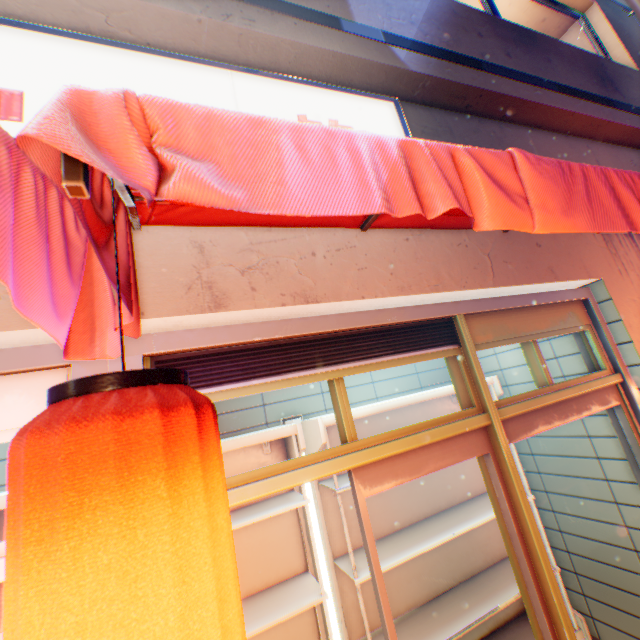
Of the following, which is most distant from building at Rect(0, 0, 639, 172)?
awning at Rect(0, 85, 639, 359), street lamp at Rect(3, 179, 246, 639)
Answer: street lamp at Rect(3, 179, 246, 639)

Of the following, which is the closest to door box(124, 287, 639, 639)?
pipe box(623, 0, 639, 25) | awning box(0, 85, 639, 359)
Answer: awning box(0, 85, 639, 359)

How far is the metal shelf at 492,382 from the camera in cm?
A: 377

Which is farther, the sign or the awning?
the sign

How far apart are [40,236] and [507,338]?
2.73m

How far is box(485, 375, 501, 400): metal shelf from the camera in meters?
3.8 m

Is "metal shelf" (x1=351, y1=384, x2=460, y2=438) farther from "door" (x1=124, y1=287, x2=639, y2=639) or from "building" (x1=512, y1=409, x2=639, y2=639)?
"door" (x1=124, y1=287, x2=639, y2=639)

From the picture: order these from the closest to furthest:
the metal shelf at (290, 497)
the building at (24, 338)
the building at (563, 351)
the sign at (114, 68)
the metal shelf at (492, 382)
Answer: the building at (24, 338), the sign at (114, 68), the metal shelf at (290, 497), the building at (563, 351), the metal shelf at (492, 382)
